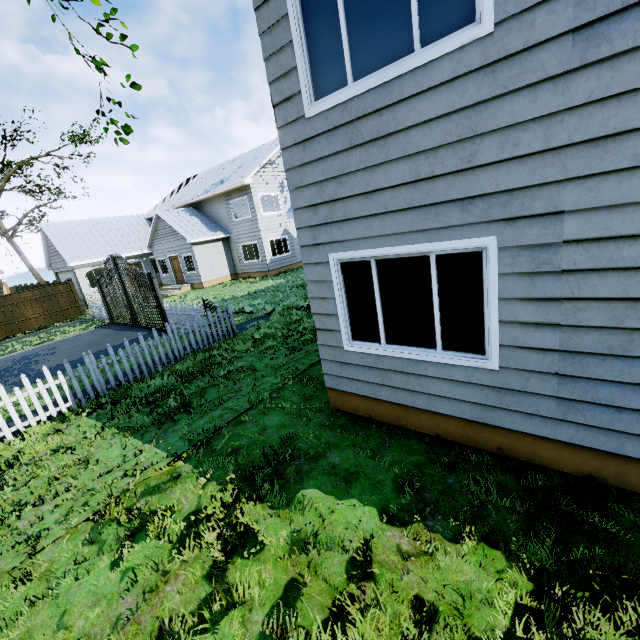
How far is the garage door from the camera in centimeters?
2408cm

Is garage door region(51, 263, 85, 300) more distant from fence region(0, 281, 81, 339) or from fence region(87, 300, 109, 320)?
fence region(87, 300, 109, 320)

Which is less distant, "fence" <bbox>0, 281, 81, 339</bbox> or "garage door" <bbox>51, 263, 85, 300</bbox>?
"fence" <bbox>0, 281, 81, 339</bbox>

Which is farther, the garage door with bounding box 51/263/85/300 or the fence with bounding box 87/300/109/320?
the garage door with bounding box 51/263/85/300

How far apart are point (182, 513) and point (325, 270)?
3.5 meters

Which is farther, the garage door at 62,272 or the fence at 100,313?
the garage door at 62,272

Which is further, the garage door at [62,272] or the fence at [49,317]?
the garage door at [62,272]
